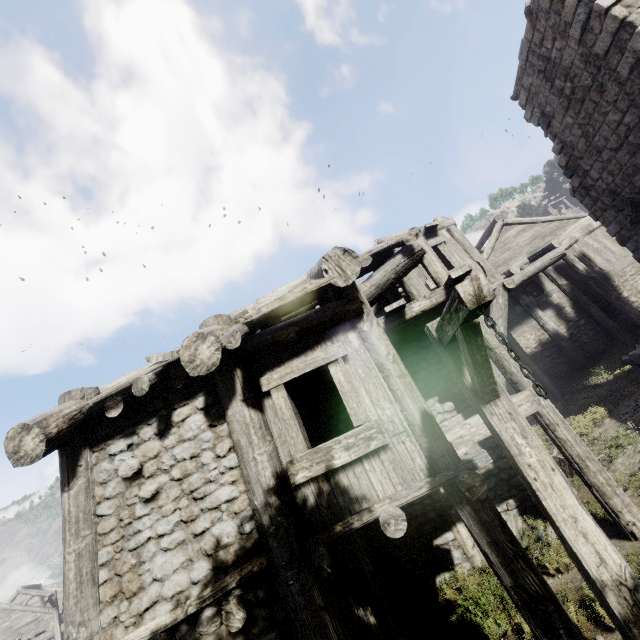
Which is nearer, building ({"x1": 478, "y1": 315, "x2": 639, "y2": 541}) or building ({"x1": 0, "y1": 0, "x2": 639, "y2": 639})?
building ({"x1": 0, "y1": 0, "x2": 639, "y2": 639})

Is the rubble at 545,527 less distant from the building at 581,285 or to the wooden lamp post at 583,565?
the building at 581,285

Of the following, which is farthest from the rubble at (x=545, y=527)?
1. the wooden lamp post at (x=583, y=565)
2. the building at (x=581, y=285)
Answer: the wooden lamp post at (x=583, y=565)

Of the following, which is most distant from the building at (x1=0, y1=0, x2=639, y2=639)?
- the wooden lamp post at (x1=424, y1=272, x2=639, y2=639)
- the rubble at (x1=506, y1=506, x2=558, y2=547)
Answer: the wooden lamp post at (x1=424, y1=272, x2=639, y2=639)

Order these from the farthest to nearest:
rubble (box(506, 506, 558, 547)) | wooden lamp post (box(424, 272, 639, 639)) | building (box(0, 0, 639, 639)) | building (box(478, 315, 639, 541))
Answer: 1. rubble (box(506, 506, 558, 547))
2. building (box(478, 315, 639, 541))
3. building (box(0, 0, 639, 639))
4. wooden lamp post (box(424, 272, 639, 639))

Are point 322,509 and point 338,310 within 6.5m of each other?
yes

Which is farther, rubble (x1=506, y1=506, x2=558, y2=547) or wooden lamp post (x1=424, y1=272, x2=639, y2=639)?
rubble (x1=506, y1=506, x2=558, y2=547)

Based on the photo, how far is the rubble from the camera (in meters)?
6.59
